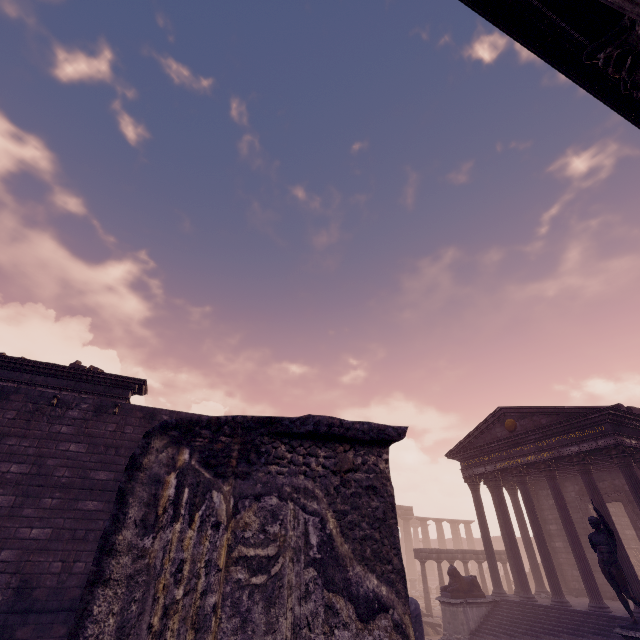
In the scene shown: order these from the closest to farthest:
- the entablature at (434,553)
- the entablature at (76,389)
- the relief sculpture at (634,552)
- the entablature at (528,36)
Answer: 1. the entablature at (528,36)
2. the entablature at (76,389)
3. the relief sculpture at (634,552)
4. the entablature at (434,553)

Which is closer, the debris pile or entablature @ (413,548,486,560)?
the debris pile

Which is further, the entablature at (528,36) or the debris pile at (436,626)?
the debris pile at (436,626)

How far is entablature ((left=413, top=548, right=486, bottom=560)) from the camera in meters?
18.9

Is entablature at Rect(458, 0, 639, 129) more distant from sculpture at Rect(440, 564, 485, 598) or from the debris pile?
Answer: the debris pile

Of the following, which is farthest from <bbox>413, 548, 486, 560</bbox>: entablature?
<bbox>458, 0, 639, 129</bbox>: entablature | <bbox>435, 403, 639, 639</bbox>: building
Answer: <bbox>458, 0, 639, 129</bbox>: entablature

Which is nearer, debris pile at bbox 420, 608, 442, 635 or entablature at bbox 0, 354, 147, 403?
entablature at bbox 0, 354, 147, 403

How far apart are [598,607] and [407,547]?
27.7m
